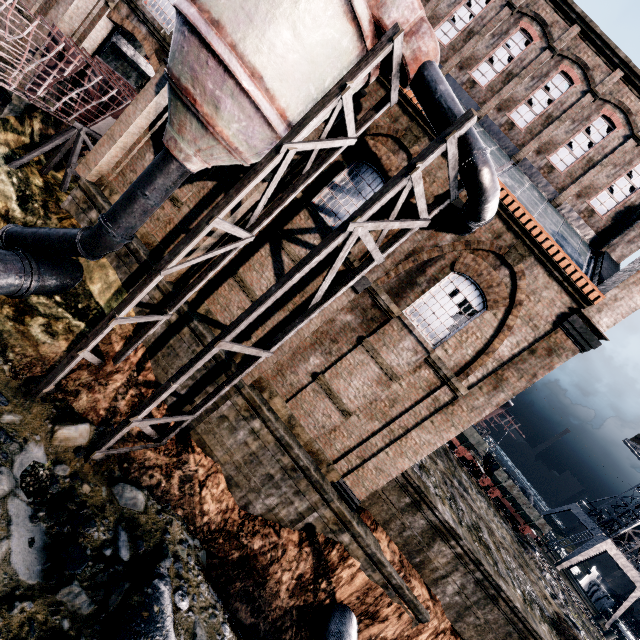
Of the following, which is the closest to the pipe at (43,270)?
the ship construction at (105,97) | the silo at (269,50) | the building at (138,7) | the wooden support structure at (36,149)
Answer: the silo at (269,50)

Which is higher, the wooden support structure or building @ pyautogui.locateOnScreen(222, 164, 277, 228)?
building @ pyautogui.locateOnScreen(222, 164, 277, 228)

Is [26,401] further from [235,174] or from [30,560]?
[235,174]

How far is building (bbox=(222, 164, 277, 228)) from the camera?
13.0 meters

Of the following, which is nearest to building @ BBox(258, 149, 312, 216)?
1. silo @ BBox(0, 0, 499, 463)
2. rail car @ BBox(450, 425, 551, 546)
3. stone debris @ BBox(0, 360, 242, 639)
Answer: silo @ BBox(0, 0, 499, 463)

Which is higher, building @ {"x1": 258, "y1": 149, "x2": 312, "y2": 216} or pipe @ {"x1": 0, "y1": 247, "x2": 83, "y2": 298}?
building @ {"x1": 258, "y1": 149, "x2": 312, "y2": 216}

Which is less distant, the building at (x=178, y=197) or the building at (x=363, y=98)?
the building at (x=363, y=98)

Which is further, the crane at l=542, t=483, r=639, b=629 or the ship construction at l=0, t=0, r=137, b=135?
the crane at l=542, t=483, r=639, b=629
